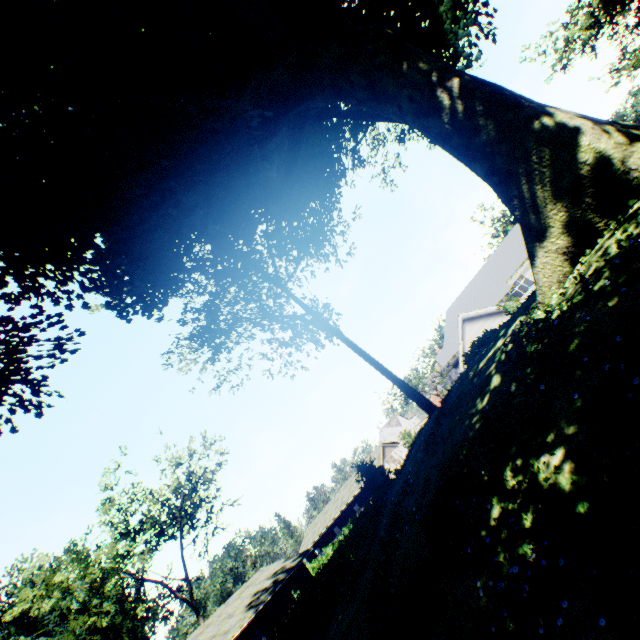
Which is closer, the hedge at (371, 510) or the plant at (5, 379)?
the plant at (5, 379)

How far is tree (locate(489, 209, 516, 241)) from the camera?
54.6 meters

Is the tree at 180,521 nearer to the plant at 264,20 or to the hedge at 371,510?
the hedge at 371,510

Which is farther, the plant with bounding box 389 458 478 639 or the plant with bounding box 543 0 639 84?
the plant with bounding box 543 0 639 84

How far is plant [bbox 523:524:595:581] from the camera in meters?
3.5 m

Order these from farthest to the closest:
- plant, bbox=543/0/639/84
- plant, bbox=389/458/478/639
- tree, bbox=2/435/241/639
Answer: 1. tree, bbox=2/435/241/639
2. plant, bbox=543/0/639/84
3. plant, bbox=389/458/478/639

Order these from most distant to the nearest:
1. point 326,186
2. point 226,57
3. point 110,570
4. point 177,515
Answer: point 177,515 → point 110,570 → point 326,186 → point 226,57

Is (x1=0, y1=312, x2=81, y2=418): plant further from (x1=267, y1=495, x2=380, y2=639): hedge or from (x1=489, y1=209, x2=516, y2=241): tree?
(x1=267, y1=495, x2=380, y2=639): hedge
